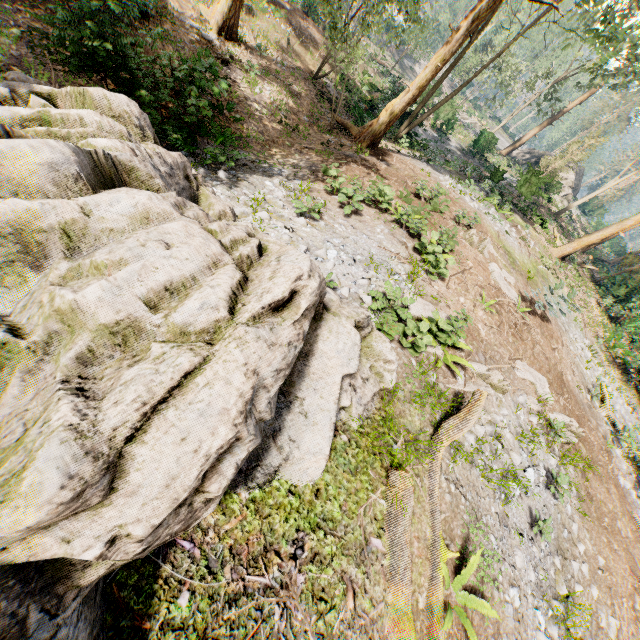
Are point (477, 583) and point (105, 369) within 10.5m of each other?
yes

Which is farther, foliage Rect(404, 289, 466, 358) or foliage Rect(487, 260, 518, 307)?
foliage Rect(487, 260, 518, 307)

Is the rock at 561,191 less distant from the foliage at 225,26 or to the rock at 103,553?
the foliage at 225,26

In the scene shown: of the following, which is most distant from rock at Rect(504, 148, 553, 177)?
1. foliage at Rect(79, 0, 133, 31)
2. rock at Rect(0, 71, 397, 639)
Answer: rock at Rect(0, 71, 397, 639)

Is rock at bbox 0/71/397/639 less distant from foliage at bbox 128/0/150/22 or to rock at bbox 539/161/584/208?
foliage at bbox 128/0/150/22

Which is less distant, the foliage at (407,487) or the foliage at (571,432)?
the foliage at (407,487)
